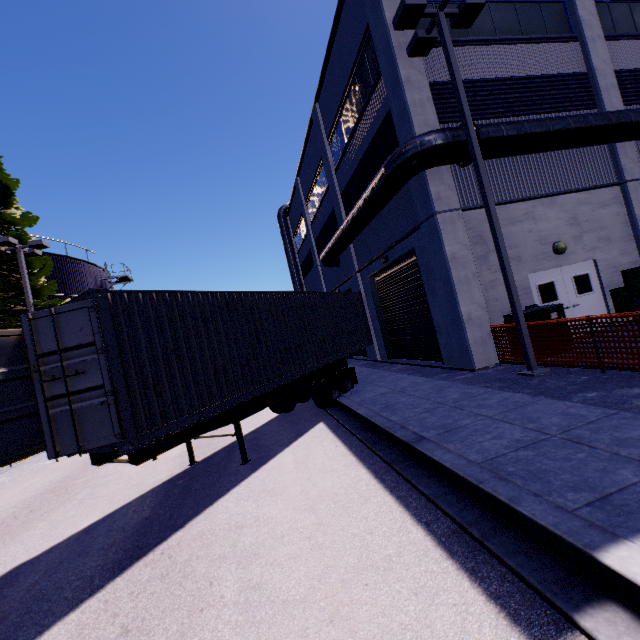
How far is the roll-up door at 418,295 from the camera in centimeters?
1280cm

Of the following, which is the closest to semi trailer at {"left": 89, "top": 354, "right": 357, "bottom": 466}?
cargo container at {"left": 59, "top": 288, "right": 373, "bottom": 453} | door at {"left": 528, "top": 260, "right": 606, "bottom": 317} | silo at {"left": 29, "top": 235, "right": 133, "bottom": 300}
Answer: cargo container at {"left": 59, "top": 288, "right": 373, "bottom": 453}

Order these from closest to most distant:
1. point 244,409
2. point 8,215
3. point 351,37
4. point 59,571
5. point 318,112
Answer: point 59,571 < point 244,409 < point 351,37 < point 8,215 < point 318,112

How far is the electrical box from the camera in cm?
895

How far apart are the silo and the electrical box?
26.5m

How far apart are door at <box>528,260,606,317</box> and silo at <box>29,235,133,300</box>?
27.0m

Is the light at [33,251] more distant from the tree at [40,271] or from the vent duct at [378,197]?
the vent duct at [378,197]

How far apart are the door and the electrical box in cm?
164
